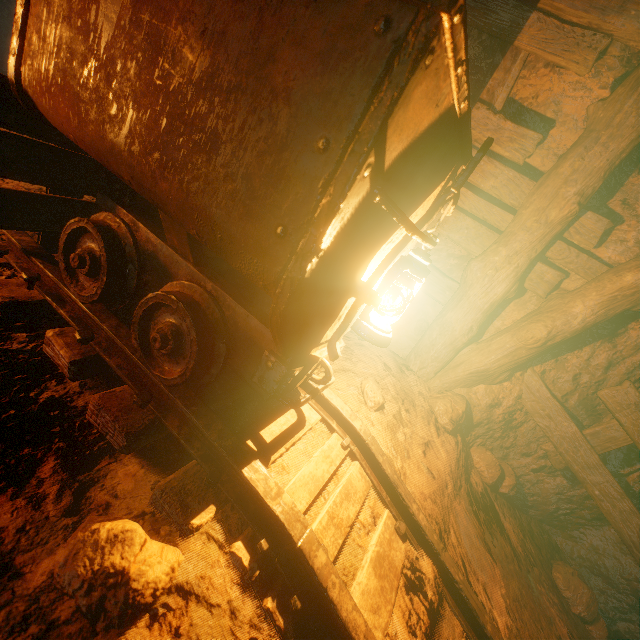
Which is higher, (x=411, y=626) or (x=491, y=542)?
(x=411, y=626)

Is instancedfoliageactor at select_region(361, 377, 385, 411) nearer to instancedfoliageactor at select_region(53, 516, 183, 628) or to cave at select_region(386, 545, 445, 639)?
cave at select_region(386, 545, 445, 639)

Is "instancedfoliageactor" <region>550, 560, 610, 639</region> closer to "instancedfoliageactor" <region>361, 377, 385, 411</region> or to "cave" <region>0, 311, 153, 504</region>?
"cave" <region>0, 311, 153, 504</region>

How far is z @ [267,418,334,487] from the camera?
1.32m

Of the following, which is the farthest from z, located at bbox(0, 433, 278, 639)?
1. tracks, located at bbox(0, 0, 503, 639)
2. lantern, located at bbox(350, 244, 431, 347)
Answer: lantern, located at bbox(350, 244, 431, 347)

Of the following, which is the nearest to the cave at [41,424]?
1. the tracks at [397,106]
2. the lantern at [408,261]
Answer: the tracks at [397,106]

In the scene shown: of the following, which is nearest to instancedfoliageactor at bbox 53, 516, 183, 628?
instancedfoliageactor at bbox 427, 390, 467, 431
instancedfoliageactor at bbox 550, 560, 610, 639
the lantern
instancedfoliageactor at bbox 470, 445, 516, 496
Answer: the lantern

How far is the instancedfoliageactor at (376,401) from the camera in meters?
2.1 m
